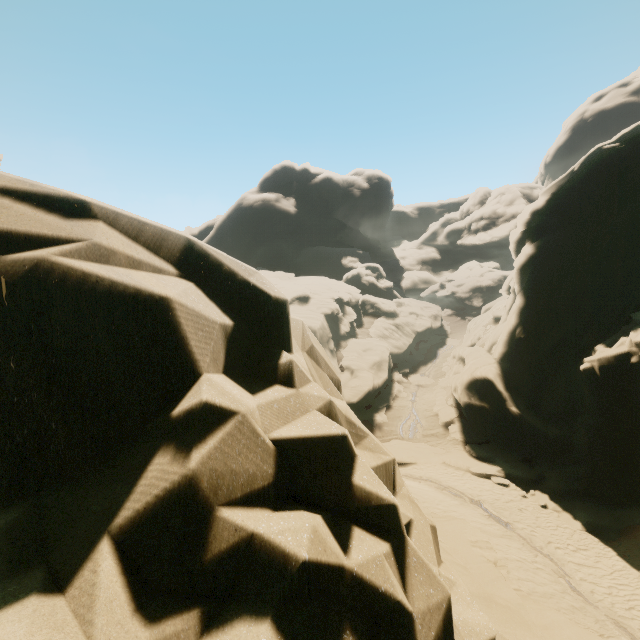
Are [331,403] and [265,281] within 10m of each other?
yes

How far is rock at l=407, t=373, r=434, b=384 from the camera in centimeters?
3534cm

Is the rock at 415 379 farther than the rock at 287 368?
Yes

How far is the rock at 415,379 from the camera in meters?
35.3

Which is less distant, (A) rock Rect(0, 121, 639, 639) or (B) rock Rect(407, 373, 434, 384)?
(A) rock Rect(0, 121, 639, 639)
